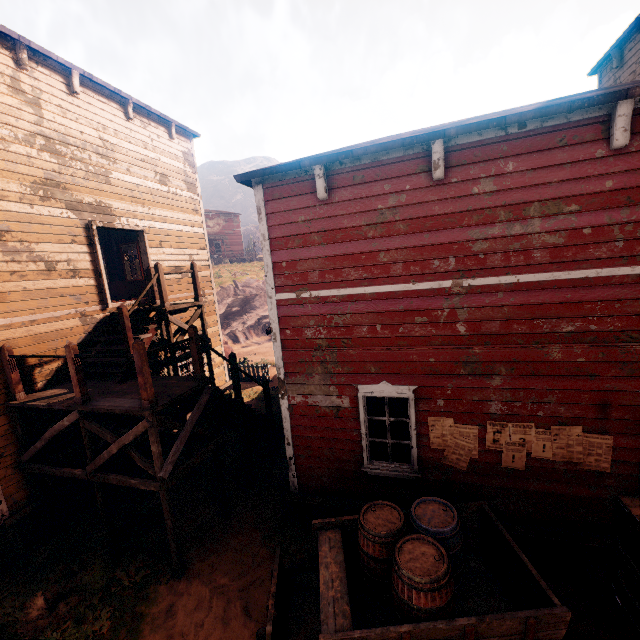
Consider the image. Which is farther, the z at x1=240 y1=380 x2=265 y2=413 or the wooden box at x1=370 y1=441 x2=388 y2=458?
the z at x1=240 y1=380 x2=265 y2=413

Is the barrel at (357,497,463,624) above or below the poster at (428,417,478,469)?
below

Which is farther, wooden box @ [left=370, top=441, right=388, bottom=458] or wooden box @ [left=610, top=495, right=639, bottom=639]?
wooden box @ [left=370, top=441, right=388, bottom=458]

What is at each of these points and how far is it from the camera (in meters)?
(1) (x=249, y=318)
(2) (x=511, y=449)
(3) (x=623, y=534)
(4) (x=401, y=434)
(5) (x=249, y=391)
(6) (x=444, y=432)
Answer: (1) z, 28.34
(2) poster, 5.06
(3) wooden box, 4.61
(4) wooden box, 6.01
(5) z, 15.10
(6) poster, 5.35

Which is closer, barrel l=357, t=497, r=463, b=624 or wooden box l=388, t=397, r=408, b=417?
barrel l=357, t=497, r=463, b=624

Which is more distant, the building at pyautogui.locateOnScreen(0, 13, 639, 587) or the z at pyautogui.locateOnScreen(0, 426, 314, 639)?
the z at pyautogui.locateOnScreen(0, 426, 314, 639)

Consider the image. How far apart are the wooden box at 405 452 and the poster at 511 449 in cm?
136

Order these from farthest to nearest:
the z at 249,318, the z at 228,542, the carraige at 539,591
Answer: the z at 249,318 < the z at 228,542 < the carraige at 539,591
